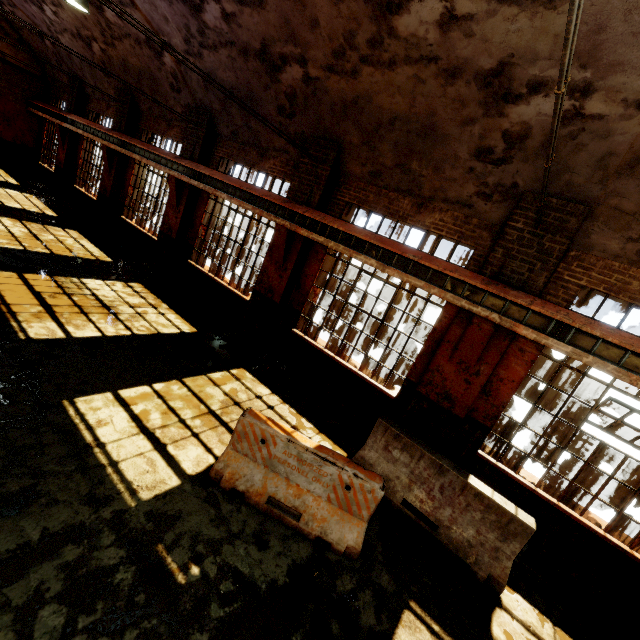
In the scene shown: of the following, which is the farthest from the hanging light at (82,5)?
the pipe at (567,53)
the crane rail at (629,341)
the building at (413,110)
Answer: the pipe at (567,53)

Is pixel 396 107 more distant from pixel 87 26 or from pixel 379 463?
pixel 87 26

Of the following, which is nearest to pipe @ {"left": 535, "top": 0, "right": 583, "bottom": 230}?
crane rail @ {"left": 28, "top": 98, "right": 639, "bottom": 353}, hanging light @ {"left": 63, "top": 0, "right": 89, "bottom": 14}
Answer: crane rail @ {"left": 28, "top": 98, "right": 639, "bottom": 353}

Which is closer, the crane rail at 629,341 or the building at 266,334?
the crane rail at 629,341

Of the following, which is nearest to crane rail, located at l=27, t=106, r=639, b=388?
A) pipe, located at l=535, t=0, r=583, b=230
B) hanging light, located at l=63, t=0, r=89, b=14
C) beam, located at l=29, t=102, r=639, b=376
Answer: beam, located at l=29, t=102, r=639, b=376

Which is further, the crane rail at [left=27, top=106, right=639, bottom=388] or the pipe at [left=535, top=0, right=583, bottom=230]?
the crane rail at [left=27, top=106, right=639, bottom=388]

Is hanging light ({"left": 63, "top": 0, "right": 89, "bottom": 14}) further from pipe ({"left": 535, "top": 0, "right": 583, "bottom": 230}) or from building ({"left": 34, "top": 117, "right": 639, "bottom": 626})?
pipe ({"left": 535, "top": 0, "right": 583, "bottom": 230})

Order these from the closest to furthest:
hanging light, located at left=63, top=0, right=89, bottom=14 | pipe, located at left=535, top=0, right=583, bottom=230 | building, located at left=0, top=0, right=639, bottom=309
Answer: pipe, located at left=535, top=0, right=583, bottom=230
building, located at left=0, top=0, right=639, bottom=309
hanging light, located at left=63, top=0, right=89, bottom=14
